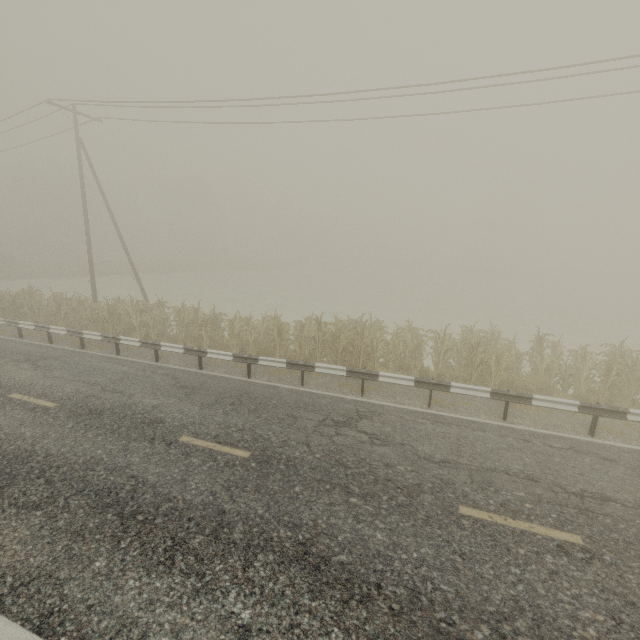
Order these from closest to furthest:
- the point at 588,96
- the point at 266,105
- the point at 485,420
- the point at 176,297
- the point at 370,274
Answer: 1. the point at 485,420
2. the point at 588,96
3. the point at 266,105
4. the point at 176,297
5. the point at 370,274

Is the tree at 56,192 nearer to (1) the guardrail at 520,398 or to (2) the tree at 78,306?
(1) the guardrail at 520,398

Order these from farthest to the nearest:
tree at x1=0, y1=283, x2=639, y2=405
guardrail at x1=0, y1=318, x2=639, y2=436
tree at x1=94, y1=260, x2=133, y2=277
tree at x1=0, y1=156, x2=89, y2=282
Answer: tree at x1=94, y1=260, x2=133, y2=277 < tree at x1=0, y1=156, x2=89, y2=282 < tree at x1=0, y1=283, x2=639, y2=405 < guardrail at x1=0, y1=318, x2=639, y2=436

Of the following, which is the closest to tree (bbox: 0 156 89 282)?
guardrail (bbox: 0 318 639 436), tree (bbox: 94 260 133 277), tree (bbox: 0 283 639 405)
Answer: tree (bbox: 94 260 133 277)

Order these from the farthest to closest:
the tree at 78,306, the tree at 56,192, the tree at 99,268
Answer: the tree at 99,268 < the tree at 56,192 < the tree at 78,306

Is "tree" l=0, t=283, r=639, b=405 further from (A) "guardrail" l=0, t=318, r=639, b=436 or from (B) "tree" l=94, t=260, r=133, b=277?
(B) "tree" l=94, t=260, r=133, b=277

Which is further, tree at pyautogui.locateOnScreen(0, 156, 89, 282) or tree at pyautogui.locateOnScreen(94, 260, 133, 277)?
tree at pyautogui.locateOnScreen(94, 260, 133, 277)

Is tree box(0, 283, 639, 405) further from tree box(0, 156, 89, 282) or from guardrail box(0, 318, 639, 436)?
tree box(0, 156, 89, 282)
